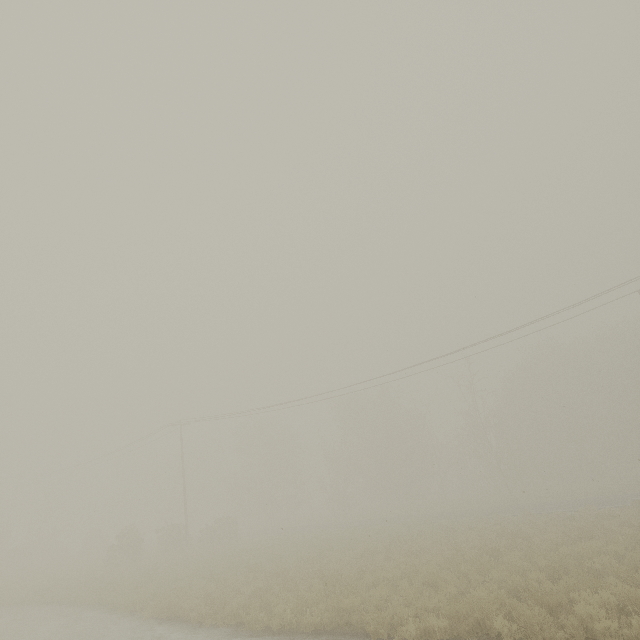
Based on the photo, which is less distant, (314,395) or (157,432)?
(314,395)
